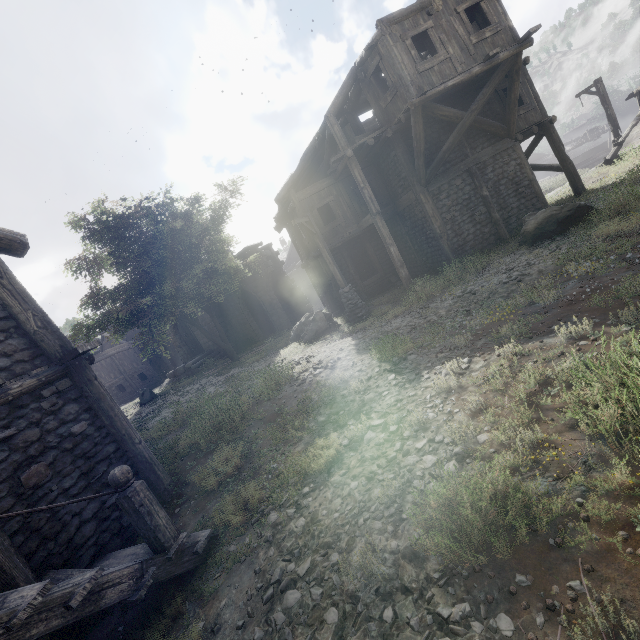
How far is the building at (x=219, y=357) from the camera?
24.07m

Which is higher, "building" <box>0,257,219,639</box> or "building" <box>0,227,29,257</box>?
"building" <box>0,227,29,257</box>

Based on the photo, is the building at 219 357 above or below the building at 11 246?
below

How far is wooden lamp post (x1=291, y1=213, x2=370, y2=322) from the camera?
13.8 meters

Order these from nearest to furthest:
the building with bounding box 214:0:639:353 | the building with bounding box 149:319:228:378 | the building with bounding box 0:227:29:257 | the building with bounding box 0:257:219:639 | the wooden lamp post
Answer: the building with bounding box 0:257:219:639 → the building with bounding box 0:227:29:257 → the building with bounding box 214:0:639:353 → the wooden lamp post → the building with bounding box 149:319:228:378

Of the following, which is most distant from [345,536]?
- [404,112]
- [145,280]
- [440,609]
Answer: [145,280]

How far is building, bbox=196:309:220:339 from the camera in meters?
25.0 m

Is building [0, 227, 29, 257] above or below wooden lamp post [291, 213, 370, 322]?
above
